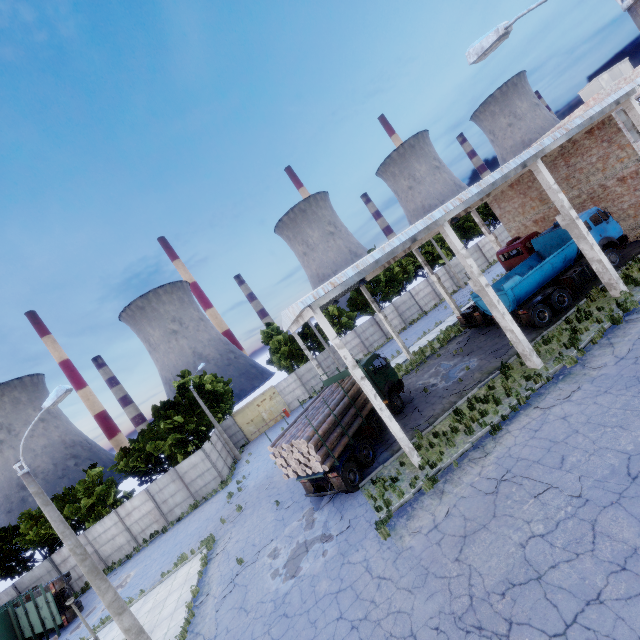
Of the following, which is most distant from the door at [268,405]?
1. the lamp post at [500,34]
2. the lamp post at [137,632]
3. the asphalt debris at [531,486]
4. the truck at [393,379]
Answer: the lamp post at [500,34]

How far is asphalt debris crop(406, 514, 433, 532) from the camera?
10.12m

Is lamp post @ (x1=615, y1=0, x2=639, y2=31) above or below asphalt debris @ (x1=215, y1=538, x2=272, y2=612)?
above

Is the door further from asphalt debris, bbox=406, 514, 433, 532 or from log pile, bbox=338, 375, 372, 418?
asphalt debris, bbox=406, 514, 433, 532

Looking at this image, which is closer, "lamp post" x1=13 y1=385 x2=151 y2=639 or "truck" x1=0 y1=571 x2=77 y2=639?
"lamp post" x1=13 y1=385 x2=151 y2=639

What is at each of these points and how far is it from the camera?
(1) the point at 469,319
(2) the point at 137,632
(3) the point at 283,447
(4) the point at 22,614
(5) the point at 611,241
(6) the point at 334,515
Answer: (1) truck, 24.2 meters
(2) lamp post, 10.2 meters
(3) log pile, 14.7 meters
(4) truck, 21.7 meters
(5) truck, 18.5 meters
(6) asphalt debris, 13.6 meters

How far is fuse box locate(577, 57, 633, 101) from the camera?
23.8 meters

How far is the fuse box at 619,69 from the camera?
23.8 meters
